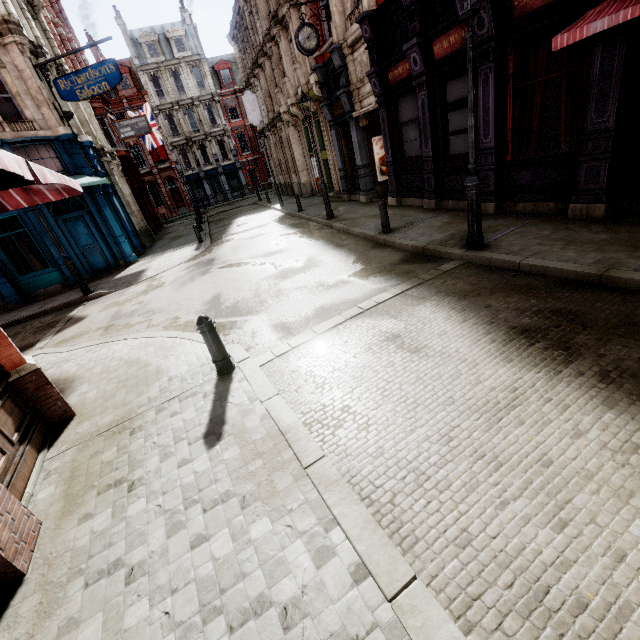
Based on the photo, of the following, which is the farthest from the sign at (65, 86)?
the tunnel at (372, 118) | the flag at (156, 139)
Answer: the tunnel at (372, 118)

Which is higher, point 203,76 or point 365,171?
point 203,76

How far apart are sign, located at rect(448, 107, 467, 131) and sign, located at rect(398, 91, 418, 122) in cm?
132

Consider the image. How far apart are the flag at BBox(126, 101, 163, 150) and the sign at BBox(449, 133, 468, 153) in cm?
2621

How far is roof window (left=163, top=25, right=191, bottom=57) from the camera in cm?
3771

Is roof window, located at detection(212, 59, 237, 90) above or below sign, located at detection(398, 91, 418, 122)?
above

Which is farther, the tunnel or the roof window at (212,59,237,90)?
the roof window at (212,59,237,90)

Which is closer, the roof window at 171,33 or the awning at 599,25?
the awning at 599,25
